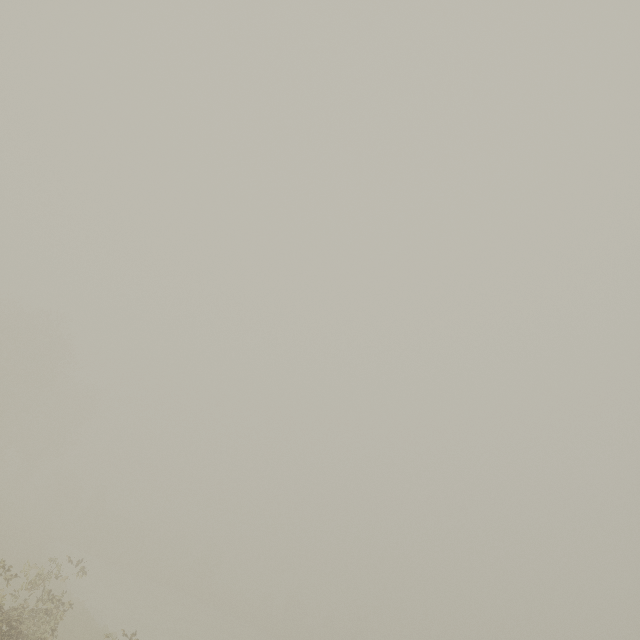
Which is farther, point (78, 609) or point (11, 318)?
point (11, 318)
